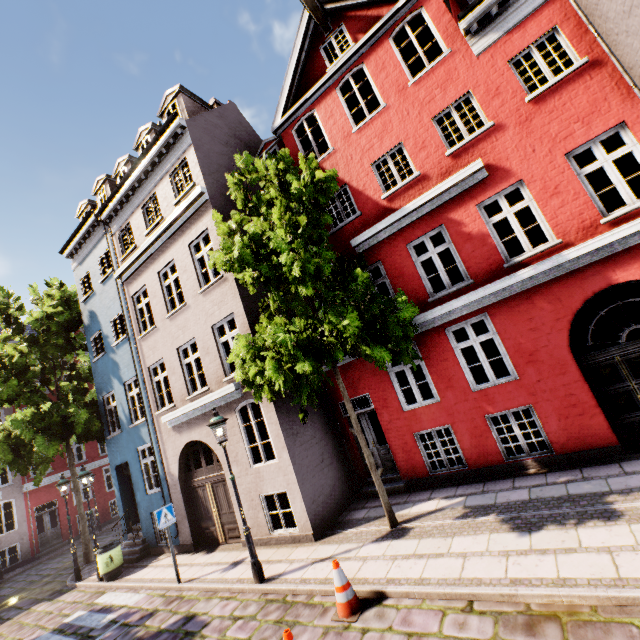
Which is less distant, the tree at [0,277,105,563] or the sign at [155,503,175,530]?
the sign at [155,503,175,530]

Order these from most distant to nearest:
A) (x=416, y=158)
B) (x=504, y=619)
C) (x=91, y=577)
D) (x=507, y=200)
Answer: (x=507, y=200) < (x=91, y=577) < (x=416, y=158) < (x=504, y=619)

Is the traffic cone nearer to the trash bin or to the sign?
the sign

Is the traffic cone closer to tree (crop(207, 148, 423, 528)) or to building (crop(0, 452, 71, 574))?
building (crop(0, 452, 71, 574))

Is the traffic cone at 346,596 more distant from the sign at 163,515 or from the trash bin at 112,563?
the trash bin at 112,563

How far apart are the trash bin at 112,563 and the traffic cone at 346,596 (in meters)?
9.57

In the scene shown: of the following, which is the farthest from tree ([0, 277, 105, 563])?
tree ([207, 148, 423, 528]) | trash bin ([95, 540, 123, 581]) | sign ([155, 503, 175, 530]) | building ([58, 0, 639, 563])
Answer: tree ([207, 148, 423, 528])

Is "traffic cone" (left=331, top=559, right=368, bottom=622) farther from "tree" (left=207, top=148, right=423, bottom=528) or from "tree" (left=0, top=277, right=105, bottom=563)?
"tree" (left=0, top=277, right=105, bottom=563)
